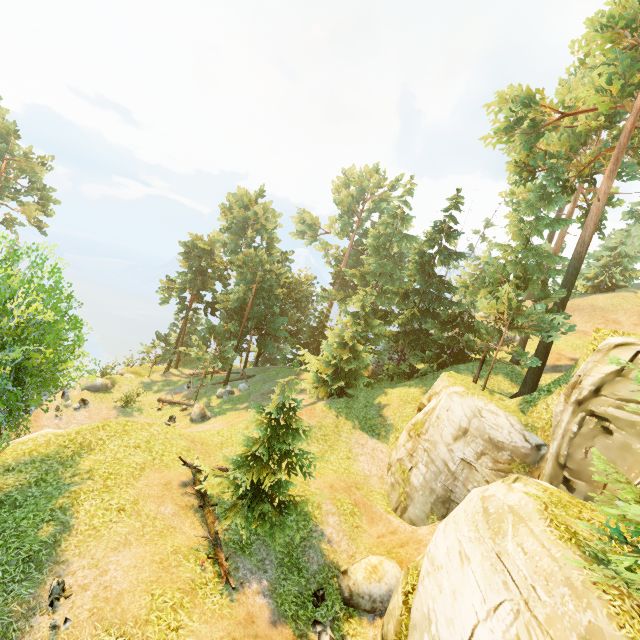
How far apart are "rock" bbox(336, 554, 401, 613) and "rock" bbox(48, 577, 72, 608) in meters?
8.6

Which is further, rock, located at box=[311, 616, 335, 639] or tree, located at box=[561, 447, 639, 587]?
rock, located at box=[311, 616, 335, 639]

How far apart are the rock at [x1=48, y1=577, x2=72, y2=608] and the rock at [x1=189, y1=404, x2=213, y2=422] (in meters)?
15.75

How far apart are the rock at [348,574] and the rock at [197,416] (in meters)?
15.69

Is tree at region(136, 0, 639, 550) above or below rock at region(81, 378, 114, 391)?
above

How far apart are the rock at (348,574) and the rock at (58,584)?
8.6m

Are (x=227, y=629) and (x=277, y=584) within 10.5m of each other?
yes

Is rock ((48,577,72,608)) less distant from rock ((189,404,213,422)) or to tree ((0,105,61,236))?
tree ((0,105,61,236))
